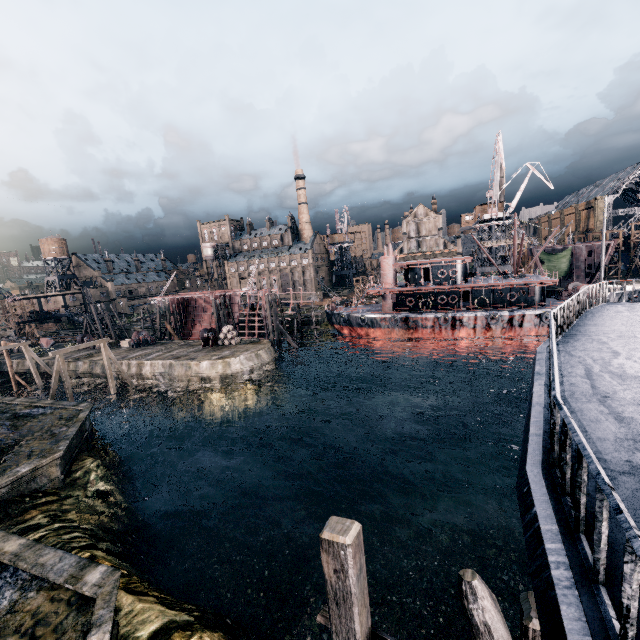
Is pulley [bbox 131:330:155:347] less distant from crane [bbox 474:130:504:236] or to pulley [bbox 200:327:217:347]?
pulley [bbox 200:327:217:347]

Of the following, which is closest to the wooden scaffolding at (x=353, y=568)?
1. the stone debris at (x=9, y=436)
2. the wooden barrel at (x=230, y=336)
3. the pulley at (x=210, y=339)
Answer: the stone debris at (x=9, y=436)

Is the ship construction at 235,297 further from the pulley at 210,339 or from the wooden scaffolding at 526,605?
the wooden scaffolding at 526,605

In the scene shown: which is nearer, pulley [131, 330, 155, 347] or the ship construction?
pulley [131, 330, 155, 347]

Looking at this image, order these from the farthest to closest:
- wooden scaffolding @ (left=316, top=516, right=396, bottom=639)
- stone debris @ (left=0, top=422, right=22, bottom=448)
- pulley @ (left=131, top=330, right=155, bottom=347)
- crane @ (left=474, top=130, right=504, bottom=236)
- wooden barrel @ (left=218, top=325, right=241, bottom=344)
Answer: pulley @ (left=131, top=330, right=155, bottom=347) < crane @ (left=474, top=130, right=504, bottom=236) < wooden barrel @ (left=218, top=325, right=241, bottom=344) < stone debris @ (left=0, top=422, right=22, bottom=448) < wooden scaffolding @ (left=316, top=516, right=396, bottom=639)

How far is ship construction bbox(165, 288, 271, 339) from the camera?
52.47m

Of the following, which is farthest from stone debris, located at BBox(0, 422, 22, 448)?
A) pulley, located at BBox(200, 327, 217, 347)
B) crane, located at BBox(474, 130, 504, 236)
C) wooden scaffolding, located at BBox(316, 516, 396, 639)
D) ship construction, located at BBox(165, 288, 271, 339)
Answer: crane, located at BBox(474, 130, 504, 236)

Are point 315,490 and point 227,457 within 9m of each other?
no
